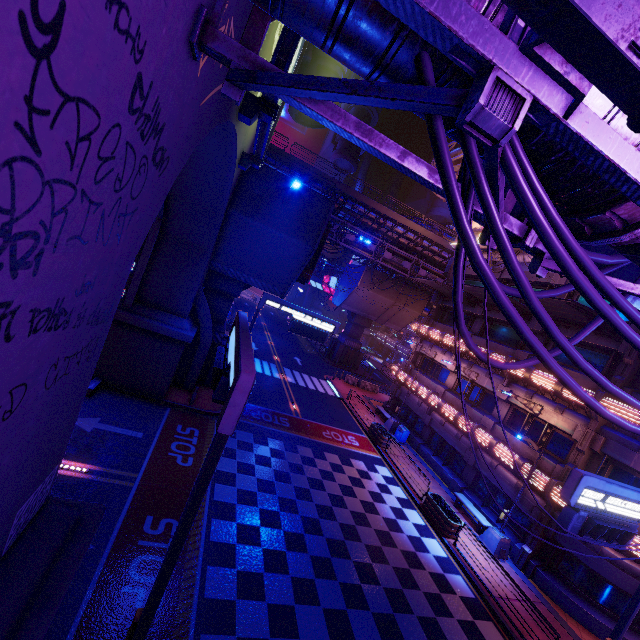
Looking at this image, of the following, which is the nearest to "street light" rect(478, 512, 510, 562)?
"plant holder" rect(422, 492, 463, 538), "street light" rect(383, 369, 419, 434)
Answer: "plant holder" rect(422, 492, 463, 538)

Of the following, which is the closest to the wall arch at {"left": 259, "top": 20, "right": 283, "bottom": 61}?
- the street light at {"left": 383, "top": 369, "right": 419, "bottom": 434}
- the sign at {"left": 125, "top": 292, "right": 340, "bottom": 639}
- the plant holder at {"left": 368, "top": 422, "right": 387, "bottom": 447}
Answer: the sign at {"left": 125, "top": 292, "right": 340, "bottom": 639}

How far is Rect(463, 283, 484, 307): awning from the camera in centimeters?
1994cm

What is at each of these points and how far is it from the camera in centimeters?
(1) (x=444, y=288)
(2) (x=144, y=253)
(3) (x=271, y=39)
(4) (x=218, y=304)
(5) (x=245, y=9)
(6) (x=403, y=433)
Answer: (1) awning, 2562cm
(2) tunnel, 1577cm
(3) wall arch, 869cm
(4) pillar, 2097cm
(5) wall arch, 490cm
(6) trash can, 2534cm

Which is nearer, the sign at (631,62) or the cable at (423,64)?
the sign at (631,62)

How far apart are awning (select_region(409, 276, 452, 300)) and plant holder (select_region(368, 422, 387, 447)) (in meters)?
11.50

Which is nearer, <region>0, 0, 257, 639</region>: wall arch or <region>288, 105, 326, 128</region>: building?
<region>0, 0, 257, 639</region>: wall arch

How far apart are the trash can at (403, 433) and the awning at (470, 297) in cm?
1094
